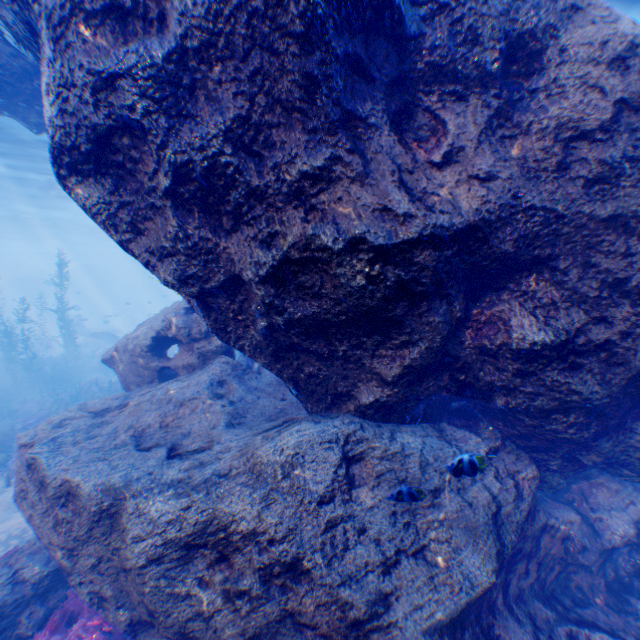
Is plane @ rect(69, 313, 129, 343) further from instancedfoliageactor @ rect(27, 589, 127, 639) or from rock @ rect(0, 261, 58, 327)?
instancedfoliageactor @ rect(27, 589, 127, 639)

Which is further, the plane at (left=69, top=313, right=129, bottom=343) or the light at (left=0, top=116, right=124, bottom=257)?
the plane at (left=69, top=313, right=129, bottom=343)

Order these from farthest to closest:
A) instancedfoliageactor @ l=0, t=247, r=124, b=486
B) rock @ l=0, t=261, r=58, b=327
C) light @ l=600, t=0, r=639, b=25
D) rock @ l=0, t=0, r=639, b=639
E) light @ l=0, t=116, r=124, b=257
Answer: rock @ l=0, t=261, r=58, b=327, light @ l=0, t=116, r=124, b=257, instancedfoliageactor @ l=0, t=247, r=124, b=486, light @ l=600, t=0, r=639, b=25, rock @ l=0, t=0, r=639, b=639

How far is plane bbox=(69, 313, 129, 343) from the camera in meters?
25.4

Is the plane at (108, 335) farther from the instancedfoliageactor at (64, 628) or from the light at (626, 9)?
the instancedfoliageactor at (64, 628)

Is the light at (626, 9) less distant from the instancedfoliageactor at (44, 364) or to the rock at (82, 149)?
the rock at (82, 149)

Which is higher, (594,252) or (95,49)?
(95,49)
